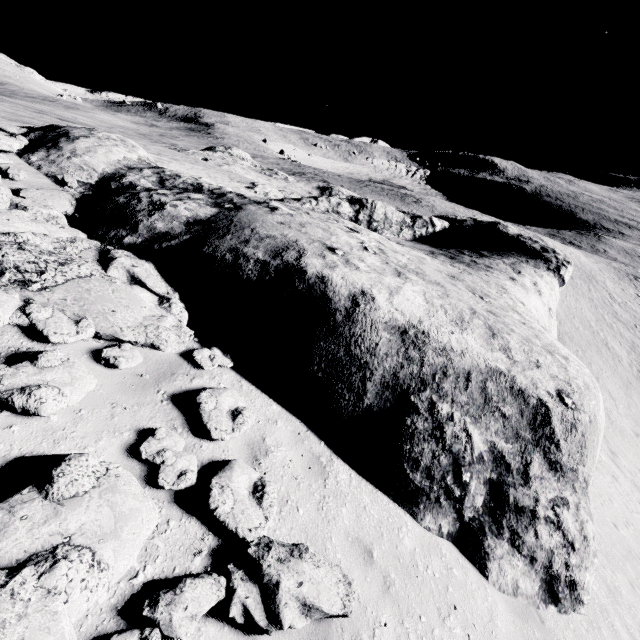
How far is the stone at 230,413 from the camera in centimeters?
476cm

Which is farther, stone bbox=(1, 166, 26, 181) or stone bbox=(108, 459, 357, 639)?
stone bbox=(1, 166, 26, 181)

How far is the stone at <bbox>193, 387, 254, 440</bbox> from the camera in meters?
4.8 m

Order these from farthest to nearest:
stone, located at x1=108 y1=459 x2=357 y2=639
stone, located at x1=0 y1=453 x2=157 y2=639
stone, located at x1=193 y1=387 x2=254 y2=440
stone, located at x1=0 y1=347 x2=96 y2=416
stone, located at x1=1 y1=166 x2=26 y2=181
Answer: stone, located at x1=1 y1=166 x2=26 y2=181 < stone, located at x1=193 y1=387 x2=254 y2=440 < stone, located at x1=0 y1=347 x2=96 y2=416 < stone, located at x1=108 y1=459 x2=357 y2=639 < stone, located at x1=0 y1=453 x2=157 y2=639

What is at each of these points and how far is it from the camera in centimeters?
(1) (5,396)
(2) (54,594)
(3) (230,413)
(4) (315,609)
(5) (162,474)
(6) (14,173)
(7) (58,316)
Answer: (1) stone, 367cm
(2) stone, 251cm
(3) stone, 510cm
(4) stone, 345cm
(5) stone, 392cm
(6) stone, 781cm
(7) stone, 492cm

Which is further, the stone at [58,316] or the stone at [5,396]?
the stone at [58,316]
